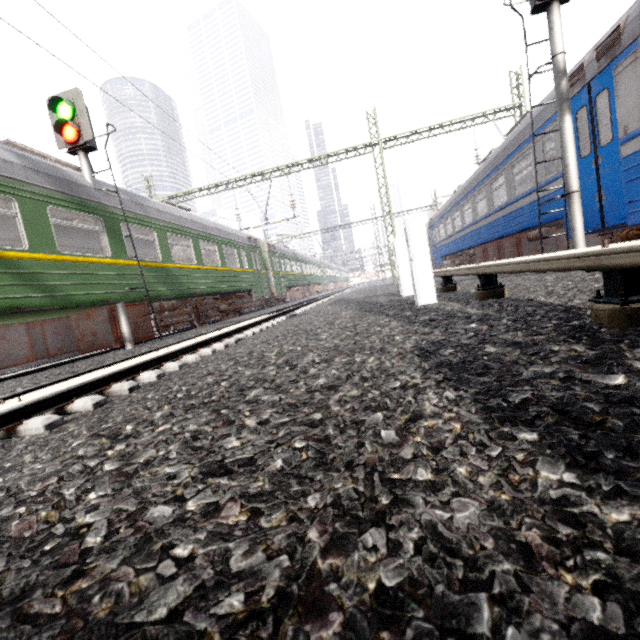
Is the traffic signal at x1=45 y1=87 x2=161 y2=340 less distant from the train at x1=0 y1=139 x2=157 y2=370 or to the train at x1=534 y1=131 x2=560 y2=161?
the train at x1=0 y1=139 x2=157 y2=370

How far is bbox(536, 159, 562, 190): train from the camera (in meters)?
7.57

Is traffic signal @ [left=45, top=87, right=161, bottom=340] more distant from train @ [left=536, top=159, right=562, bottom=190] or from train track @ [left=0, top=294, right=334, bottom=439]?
train @ [left=536, top=159, right=562, bottom=190]

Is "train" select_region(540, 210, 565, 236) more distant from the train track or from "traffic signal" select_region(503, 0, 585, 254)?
the train track

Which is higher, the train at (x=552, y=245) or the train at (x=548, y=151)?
the train at (x=548, y=151)

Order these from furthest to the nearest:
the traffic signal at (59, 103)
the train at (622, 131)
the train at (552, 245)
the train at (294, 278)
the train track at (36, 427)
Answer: the train at (552, 245)
the train at (294, 278)
the traffic signal at (59, 103)
the train at (622, 131)
the train track at (36, 427)

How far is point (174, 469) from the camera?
1.2 meters

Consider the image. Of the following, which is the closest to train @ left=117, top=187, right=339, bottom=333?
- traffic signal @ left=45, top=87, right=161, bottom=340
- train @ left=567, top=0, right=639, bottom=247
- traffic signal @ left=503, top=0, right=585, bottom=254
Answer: traffic signal @ left=45, top=87, right=161, bottom=340
